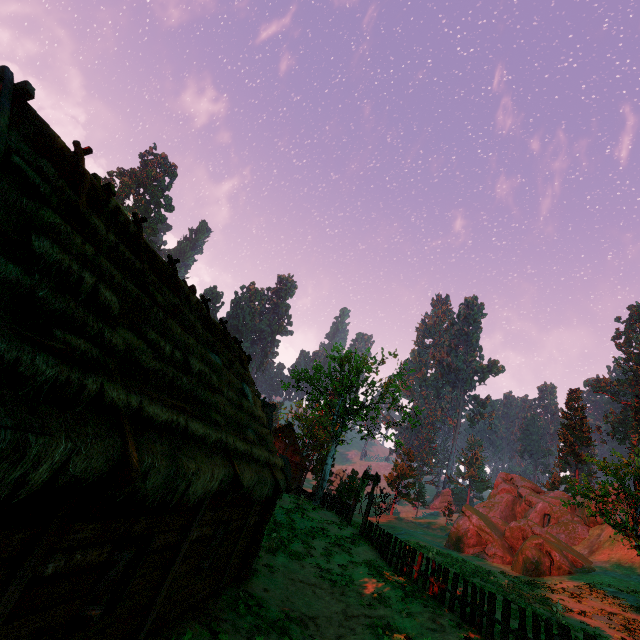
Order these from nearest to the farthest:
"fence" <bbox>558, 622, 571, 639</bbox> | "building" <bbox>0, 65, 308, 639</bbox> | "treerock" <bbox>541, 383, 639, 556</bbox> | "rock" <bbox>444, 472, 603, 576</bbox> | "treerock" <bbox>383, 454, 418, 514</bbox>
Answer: "building" <bbox>0, 65, 308, 639</bbox> → "fence" <bbox>558, 622, 571, 639</bbox> → "treerock" <bbox>541, 383, 639, 556</bbox> → "rock" <bbox>444, 472, 603, 576</bbox> → "treerock" <bbox>383, 454, 418, 514</bbox>

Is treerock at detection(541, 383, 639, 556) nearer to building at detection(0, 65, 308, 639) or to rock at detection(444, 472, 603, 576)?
building at detection(0, 65, 308, 639)

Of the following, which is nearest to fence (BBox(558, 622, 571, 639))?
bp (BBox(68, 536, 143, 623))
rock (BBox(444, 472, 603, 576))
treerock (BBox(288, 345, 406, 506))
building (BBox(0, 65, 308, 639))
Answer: building (BBox(0, 65, 308, 639))

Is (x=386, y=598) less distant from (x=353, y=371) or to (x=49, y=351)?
(x=49, y=351)

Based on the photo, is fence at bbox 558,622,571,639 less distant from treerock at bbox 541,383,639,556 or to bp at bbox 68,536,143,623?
treerock at bbox 541,383,639,556

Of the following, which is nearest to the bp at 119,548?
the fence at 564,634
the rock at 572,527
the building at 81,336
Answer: the building at 81,336

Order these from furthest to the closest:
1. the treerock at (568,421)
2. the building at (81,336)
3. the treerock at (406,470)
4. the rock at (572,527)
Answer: the treerock at (406,470), the rock at (572,527), the treerock at (568,421), the building at (81,336)

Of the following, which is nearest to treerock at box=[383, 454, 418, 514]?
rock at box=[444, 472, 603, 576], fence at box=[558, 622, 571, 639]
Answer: rock at box=[444, 472, 603, 576]
